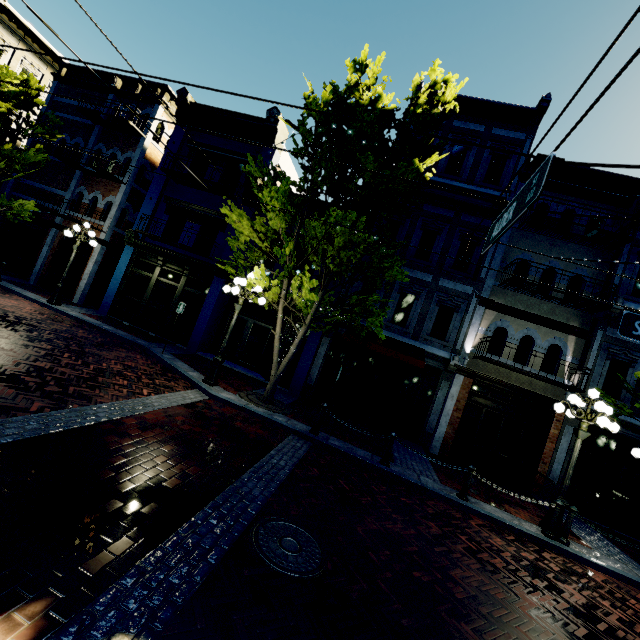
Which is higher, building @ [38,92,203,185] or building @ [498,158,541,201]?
building @ [498,158,541,201]

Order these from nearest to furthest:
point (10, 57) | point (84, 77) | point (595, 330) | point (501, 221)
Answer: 1. point (501, 221)
2. point (595, 330)
3. point (84, 77)
4. point (10, 57)

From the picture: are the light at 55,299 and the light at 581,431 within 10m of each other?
no

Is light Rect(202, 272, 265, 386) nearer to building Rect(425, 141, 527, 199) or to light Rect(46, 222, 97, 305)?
building Rect(425, 141, 527, 199)

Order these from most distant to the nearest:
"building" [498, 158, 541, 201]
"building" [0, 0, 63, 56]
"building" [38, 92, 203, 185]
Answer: "building" [0, 0, 63, 56]
"building" [38, 92, 203, 185]
"building" [498, 158, 541, 201]

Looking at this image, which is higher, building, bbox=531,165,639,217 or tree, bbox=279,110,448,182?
building, bbox=531,165,639,217

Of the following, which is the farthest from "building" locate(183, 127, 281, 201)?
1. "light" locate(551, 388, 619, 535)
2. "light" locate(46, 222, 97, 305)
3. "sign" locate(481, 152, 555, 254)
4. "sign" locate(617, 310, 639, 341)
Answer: "sign" locate(481, 152, 555, 254)

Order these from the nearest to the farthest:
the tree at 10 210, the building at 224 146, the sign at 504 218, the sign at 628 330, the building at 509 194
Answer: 1. the sign at 504 218
2. the sign at 628 330
3. the building at 509 194
4. the tree at 10 210
5. the building at 224 146
